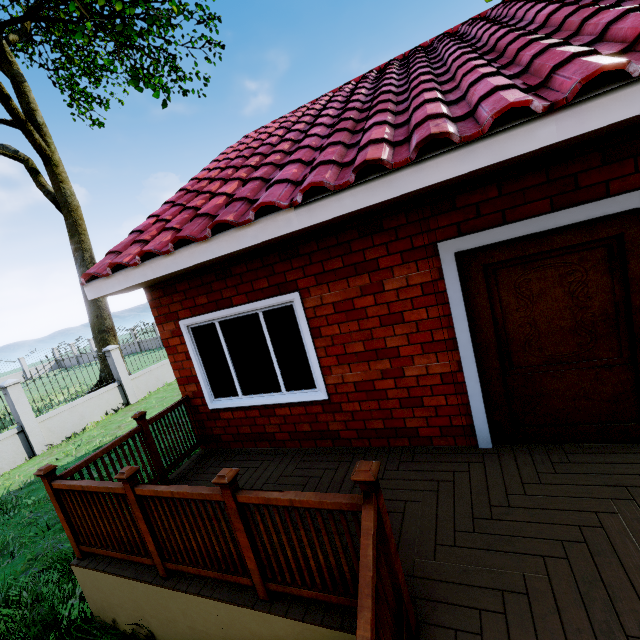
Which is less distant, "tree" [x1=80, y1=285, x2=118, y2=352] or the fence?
the fence

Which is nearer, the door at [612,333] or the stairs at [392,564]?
the stairs at [392,564]

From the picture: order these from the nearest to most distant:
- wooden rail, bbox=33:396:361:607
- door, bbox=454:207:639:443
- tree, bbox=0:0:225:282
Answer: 1. wooden rail, bbox=33:396:361:607
2. door, bbox=454:207:639:443
3. tree, bbox=0:0:225:282

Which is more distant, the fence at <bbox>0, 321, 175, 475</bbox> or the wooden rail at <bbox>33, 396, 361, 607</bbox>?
the fence at <bbox>0, 321, 175, 475</bbox>

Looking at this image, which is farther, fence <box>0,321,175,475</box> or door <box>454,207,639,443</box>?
fence <box>0,321,175,475</box>

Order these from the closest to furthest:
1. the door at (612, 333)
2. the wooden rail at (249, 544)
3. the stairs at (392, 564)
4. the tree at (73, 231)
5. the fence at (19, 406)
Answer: the stairs at (392, 564) < the wooden rail at (249, 544) < the door at (612, 333) < the tree at (73, 231) < the fence at (19, 406)

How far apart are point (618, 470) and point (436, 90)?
4.0m

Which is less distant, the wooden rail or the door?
the wooden rail
